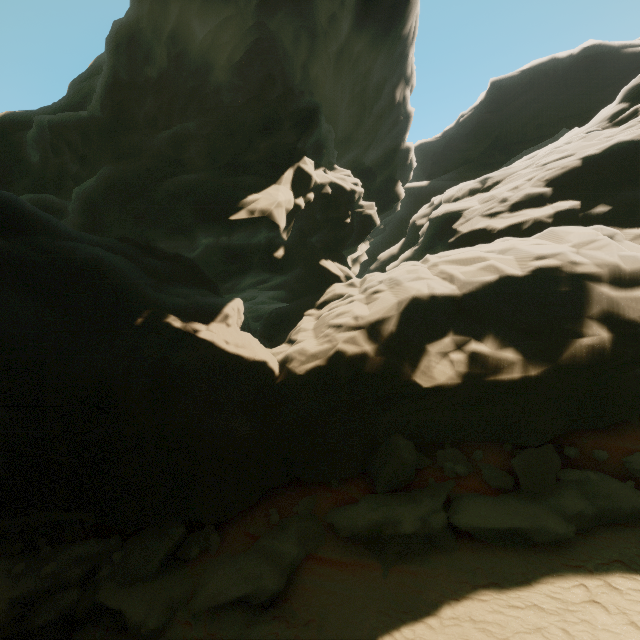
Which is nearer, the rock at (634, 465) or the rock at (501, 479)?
the rock at (634, 465)

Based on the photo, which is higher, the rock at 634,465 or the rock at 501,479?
the rock at 634,465

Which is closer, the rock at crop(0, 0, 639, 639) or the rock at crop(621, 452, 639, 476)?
the rock at crop(621, 452, 639, 476)

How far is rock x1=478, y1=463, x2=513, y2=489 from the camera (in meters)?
7.79

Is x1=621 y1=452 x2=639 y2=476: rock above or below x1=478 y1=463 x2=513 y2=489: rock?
above

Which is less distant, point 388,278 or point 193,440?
point 193,440
